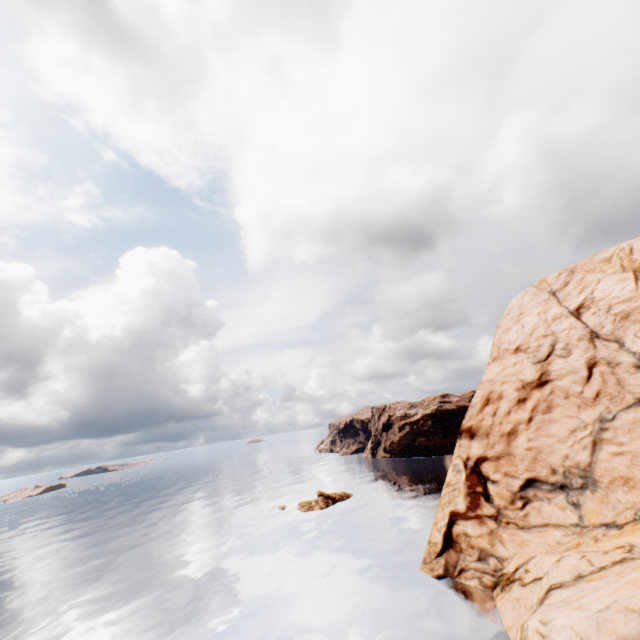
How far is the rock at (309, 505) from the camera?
54.2 meters

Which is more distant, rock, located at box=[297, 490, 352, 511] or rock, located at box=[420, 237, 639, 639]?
rock, located at box=[297, 490, 352, 511]

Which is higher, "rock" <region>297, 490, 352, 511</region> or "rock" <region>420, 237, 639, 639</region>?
"rock" <region>420, 237, 639, 639</region>

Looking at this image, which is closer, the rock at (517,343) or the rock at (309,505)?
the rock at (517,343)

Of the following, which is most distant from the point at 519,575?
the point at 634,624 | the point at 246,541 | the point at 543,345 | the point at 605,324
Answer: the point at 246,541

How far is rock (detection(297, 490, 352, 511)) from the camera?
54.2m
